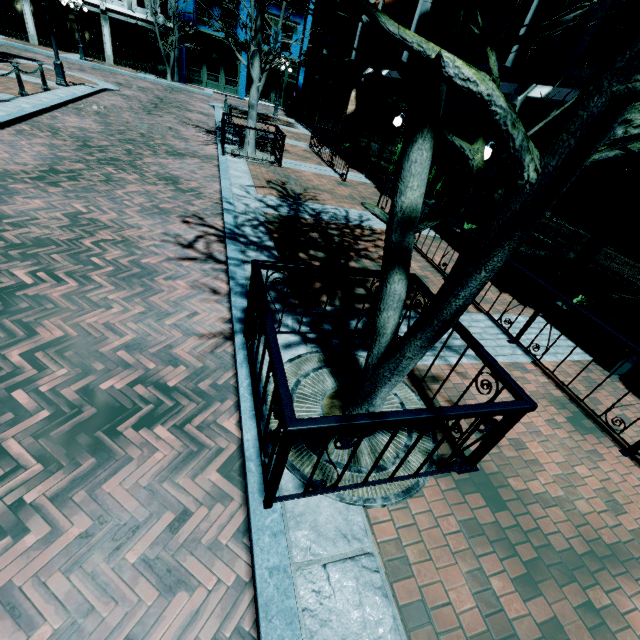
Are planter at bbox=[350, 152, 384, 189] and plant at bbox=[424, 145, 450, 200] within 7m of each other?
yes

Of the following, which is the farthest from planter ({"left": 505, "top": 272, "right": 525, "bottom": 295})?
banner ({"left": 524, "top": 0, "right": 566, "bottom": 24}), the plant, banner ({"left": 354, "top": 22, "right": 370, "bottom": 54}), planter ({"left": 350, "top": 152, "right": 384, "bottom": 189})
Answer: banner ({"left": 354, "top": 22, "right": 370, "bottom": 54})

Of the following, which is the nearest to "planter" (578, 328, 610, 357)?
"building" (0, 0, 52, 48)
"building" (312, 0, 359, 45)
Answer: "building" (312, 0, 359, 45)

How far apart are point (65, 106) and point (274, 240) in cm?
1173

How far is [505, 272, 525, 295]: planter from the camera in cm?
687

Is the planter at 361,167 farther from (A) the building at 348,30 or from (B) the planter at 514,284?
(B) the planter at 514,284

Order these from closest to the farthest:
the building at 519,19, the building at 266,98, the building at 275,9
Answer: the building at 519,19 → the building at 275,9 → the building at 266,98

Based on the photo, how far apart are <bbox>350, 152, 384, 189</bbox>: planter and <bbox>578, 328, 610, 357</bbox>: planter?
8.5 meters
